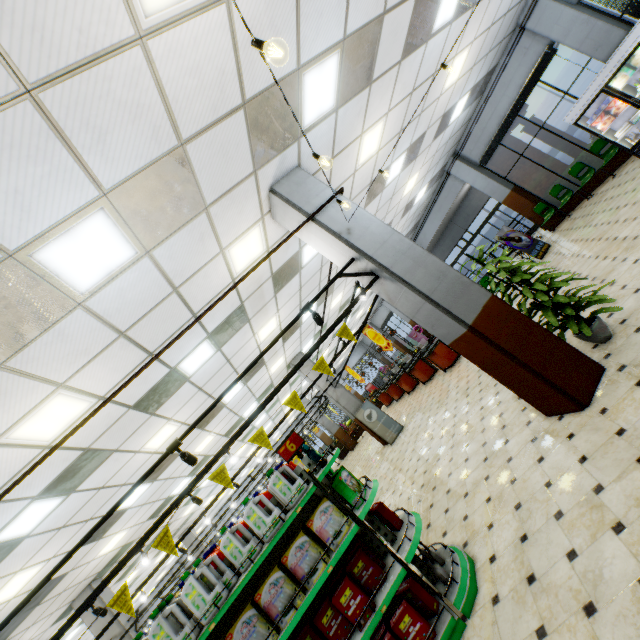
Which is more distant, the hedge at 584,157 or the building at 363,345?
the building at 363,345

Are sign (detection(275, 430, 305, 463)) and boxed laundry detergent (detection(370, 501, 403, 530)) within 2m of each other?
yes

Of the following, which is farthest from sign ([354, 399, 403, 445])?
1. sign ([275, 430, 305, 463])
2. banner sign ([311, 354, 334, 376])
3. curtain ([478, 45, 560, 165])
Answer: curtain ([478, 45, 560, 165])

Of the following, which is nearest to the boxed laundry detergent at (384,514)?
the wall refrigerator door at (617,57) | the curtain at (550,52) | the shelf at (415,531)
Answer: the shelf at (415,531)

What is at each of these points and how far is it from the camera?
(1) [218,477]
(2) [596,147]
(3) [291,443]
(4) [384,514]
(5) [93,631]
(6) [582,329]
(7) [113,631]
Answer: (1) banner sign, 3.4m
(2) chair, 10.0m
(3) sign, 4.2m
(4) boxed laundry detergent, 4.0m
(5) building, 9.7m
(6) plant, 4.1m
(7) building, 9.7m

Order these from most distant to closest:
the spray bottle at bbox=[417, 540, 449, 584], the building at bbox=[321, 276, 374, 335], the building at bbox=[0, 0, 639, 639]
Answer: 1. the building at bbox=[321, 276, 374, 335]
2. the spray bottle at bbox=[417, 540, 449, 584]
3. the building at bbox=[0, 0, 639, 639]

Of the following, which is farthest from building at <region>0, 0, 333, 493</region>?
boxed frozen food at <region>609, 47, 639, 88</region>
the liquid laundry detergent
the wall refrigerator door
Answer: the liquid laundry detergent

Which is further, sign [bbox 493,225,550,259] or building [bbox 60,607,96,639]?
sign [bbox 493,225,550,259]
